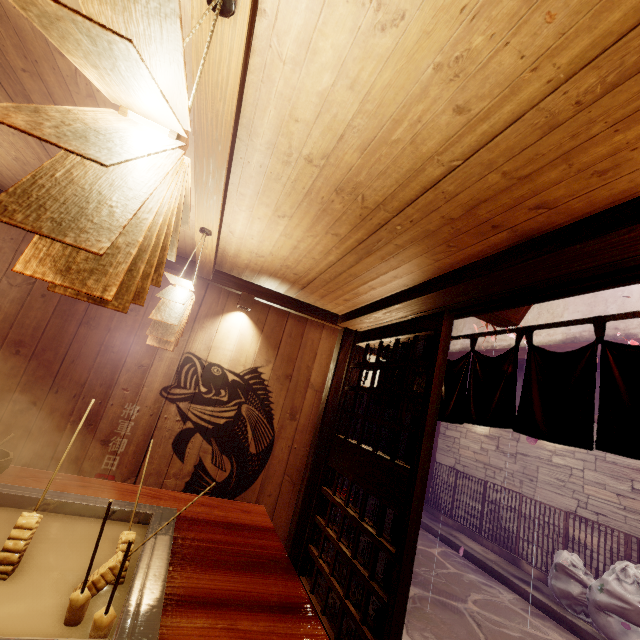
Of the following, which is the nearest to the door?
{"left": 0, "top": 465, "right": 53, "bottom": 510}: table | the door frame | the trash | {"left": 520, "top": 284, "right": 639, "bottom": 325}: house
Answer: the door frame

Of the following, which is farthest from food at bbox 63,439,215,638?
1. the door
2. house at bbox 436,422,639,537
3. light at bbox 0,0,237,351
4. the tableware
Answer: house at bbox 436,422,639,537

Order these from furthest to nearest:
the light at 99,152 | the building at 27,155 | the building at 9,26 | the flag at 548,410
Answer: the building at 27,155, the flag at 548,410, the building at 9,26, the light at 99,152

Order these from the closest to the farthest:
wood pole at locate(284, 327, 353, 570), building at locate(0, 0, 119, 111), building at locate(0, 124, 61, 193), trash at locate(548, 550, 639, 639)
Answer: building at locate(0, 0, 119, 111)
building at locate(0, 124, 61, 193)
wood pole at locate(284, 327, 353, 570)
trash at locate(548, 550, 639, 639)

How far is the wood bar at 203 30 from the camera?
1.6m

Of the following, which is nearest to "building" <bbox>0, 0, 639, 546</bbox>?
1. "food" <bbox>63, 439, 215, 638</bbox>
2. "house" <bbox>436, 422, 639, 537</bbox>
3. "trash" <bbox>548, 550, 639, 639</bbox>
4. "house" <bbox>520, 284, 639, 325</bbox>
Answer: "food" <bbox>63, 439, 215, 638</bbox>

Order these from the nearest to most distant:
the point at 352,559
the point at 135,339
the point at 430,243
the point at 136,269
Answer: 1. the point at 136,269
2. the point at 430,243
3. the point at 352,559
4. the point at 135,339

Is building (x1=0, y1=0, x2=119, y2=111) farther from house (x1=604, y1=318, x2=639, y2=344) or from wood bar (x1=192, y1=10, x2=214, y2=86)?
house (x1=604, y1=318, x2=639, y2=344)
